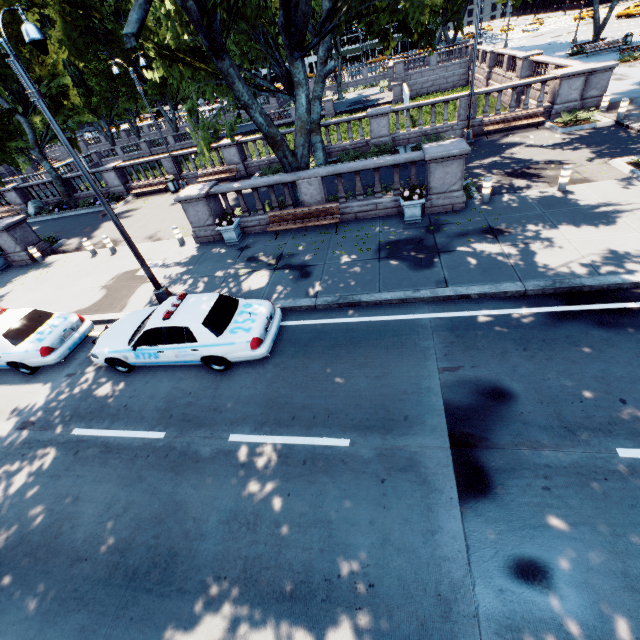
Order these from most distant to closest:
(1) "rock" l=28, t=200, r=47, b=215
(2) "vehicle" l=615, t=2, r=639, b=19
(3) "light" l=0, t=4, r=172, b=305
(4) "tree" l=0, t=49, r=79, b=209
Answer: (2) "vehicle" l=615, t=2, r=639, b=19
(1) "rock" l=28, t=200, r=47, b=215
(4) "tree" l=0, t=49, r=79, b=209
(3) "light" l=0, t=4, r=172, b=305

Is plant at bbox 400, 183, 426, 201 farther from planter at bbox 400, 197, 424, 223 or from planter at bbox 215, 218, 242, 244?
planter at bbox 215, 218, 242, 244

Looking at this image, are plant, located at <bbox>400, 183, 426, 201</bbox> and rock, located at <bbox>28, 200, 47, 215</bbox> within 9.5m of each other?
no

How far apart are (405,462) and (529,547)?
1.9 meters

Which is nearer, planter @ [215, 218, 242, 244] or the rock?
planter @ [215, 218, 242, 244]

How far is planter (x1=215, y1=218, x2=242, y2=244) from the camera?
13.11m

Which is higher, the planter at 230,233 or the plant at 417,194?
the plant at 417,194

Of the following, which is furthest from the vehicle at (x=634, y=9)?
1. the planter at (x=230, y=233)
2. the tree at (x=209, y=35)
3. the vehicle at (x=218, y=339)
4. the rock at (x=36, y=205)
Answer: the rock at (x=36, y=205)
